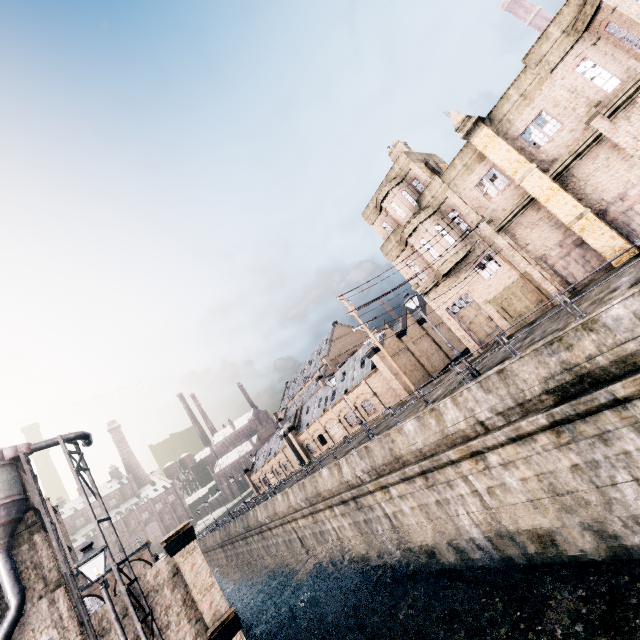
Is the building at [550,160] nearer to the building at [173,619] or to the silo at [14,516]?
the building at [173,619]

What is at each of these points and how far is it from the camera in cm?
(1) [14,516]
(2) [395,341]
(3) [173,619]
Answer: (1) silo, 1587
(2) building, 3888
(3) building, 1727

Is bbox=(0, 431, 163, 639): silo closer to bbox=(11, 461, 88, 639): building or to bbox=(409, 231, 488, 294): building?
bbox=(11, 461, 88, 639): building

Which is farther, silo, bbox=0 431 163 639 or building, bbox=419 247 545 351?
building, bbox=419 247 545 351

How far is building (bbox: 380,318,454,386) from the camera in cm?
3709

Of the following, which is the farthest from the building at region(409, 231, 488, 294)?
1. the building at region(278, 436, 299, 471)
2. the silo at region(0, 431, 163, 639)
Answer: the building at region(278, 436, 299, 471)

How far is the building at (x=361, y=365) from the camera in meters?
35.3

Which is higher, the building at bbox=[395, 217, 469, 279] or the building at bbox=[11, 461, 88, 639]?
the building at bbox=[395, 217, 469, 279]
